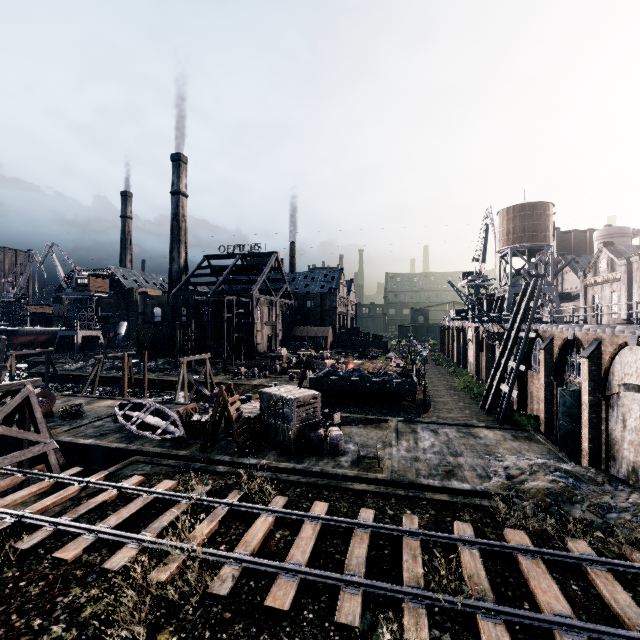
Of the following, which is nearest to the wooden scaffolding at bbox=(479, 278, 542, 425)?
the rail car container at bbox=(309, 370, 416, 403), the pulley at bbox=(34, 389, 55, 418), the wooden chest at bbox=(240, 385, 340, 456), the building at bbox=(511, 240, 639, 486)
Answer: the building at bbox=(511, 240, 639, 486)

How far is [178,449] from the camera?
20.6 meters

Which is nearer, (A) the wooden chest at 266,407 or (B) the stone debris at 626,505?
(B) the stone debris at 626,505

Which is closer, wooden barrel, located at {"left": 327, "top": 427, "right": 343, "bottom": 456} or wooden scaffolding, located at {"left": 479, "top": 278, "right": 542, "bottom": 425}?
wooden barrel, located at {"left": 327, "top": 427, "right": 343, "bottom": 456}

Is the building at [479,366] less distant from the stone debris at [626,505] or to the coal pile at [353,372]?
the stone debris at [626,505]

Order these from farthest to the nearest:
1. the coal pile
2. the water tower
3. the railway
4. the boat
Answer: the water tower < the coal pile < the boat < the railway

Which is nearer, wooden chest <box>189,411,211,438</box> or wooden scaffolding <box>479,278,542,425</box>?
wooden chest <box>189,411,211,438</box>

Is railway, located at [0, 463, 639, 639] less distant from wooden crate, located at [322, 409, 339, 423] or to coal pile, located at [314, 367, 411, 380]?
wooden crate, located at [322, 409, 339, 423]
